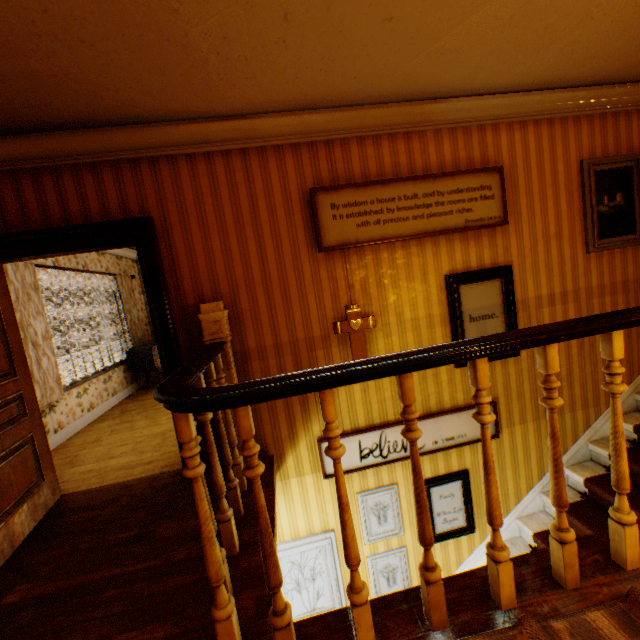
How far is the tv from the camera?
6.36m

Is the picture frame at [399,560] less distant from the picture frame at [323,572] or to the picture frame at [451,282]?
the picture frame at [323,572]

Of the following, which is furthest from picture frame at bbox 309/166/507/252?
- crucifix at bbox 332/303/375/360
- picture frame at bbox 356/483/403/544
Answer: picture frame at bbox 356/483/403/544

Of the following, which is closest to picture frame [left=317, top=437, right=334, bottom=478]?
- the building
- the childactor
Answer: the building

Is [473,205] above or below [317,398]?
above

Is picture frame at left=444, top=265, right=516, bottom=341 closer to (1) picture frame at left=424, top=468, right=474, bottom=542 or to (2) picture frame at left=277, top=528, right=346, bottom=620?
(1) picture frame at left=424, top=468, right=474, bottom=542

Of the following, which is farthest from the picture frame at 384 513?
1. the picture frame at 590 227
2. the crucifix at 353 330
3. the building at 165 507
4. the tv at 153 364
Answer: the tv at 153 364

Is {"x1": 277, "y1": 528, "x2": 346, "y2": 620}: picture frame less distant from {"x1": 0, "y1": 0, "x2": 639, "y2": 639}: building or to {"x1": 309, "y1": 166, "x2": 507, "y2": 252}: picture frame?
{"x1": 0, "y1": 0, "x2": 639, "y2": 639}: building
